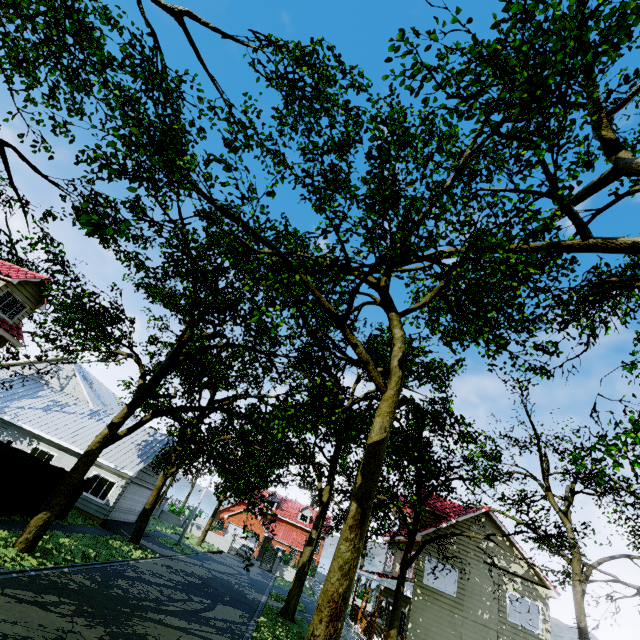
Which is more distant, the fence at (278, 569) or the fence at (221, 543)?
the fence at (221, 543)

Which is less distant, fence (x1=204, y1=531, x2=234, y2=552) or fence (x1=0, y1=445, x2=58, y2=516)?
fence (x1=0, y1=445, x2=58, y2=516)

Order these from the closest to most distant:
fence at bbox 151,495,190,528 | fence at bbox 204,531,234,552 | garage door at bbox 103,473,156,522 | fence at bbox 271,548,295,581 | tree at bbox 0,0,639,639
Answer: tree at bbox 0,0,639,639, garage door at bbox 103,473,156,522, fence at bbox 271,548,295,581, fence at bbox 204,531,234,552, fence at bbox 151,495,190,528

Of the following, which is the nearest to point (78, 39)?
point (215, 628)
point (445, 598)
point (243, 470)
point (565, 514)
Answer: point (215, 628)

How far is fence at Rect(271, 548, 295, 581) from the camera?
38.3 meters

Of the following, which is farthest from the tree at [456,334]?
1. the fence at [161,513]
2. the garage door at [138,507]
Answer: the garage door at [138,507]

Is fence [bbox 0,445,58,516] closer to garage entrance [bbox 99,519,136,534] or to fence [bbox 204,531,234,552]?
garage entrance [bbox 99,519,136,534]

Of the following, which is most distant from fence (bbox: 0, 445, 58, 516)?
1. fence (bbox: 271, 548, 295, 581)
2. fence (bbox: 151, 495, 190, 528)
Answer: fence (bbox: 151, 495, 190, 528)
